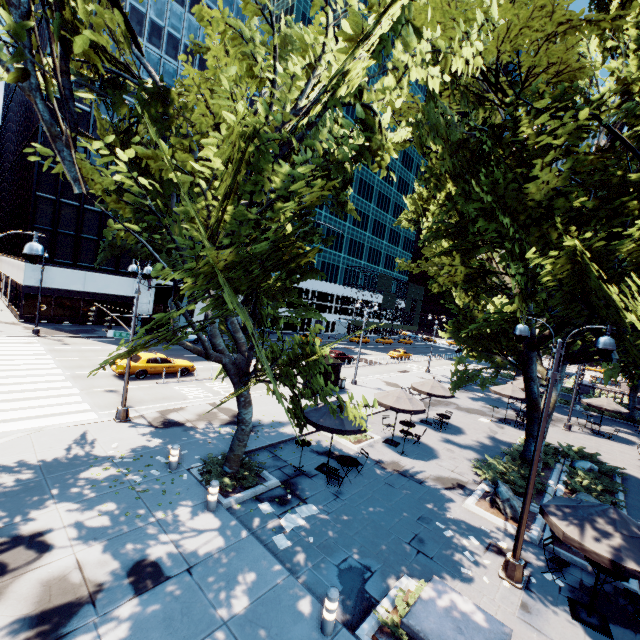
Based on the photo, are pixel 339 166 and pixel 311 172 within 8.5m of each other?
yes

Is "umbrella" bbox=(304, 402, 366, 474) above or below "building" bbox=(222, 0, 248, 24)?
below

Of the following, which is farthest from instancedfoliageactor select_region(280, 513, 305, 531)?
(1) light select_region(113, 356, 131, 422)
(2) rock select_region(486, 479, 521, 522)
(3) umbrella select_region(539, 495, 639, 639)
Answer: (1) light select_region(113, 356, 131, 422)

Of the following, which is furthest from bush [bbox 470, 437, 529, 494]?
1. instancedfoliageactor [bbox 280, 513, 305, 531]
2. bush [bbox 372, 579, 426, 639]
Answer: instancedfoliageactor [bbox 280, 513, 305, 531]

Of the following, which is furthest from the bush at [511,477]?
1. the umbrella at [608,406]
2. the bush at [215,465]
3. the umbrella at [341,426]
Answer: the umbrella at [608,406]

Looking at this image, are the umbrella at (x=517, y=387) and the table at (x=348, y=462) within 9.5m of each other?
no

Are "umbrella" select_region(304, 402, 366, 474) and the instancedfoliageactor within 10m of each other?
yes

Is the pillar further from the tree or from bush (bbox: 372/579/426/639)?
the tree
